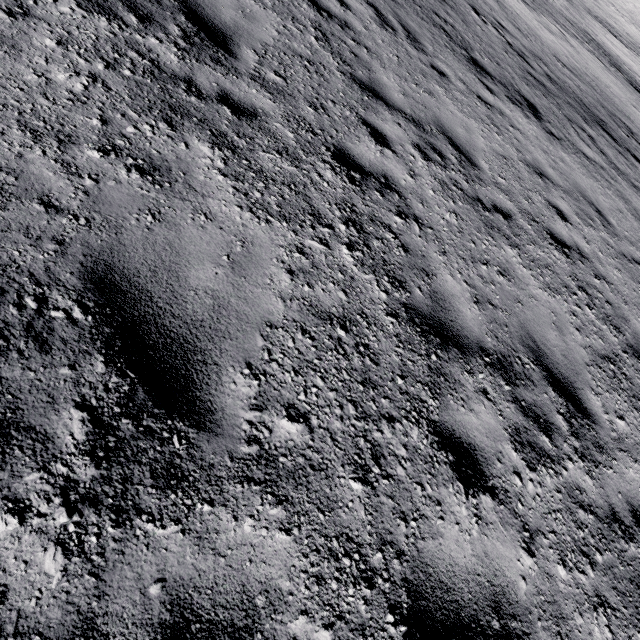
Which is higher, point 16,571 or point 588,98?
point 16,571
